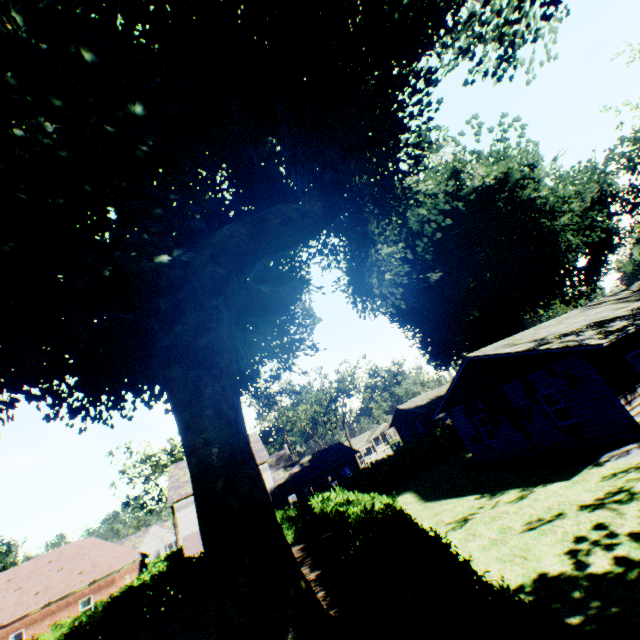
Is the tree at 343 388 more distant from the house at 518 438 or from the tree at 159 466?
the house at 518 438

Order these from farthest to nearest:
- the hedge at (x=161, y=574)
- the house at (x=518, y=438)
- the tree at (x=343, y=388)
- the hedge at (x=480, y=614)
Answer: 1. the tree at (x=343, y=388)
2. the hedge at (x=161, y=574)
3. the house at (x=518, y=438)
4. the hedge at (x=480, y=614)

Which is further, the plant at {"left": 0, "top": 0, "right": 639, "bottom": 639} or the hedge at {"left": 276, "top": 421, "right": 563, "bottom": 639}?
the plant at {"left": 0, "top": 0, "right": 639, "bottom": 639}

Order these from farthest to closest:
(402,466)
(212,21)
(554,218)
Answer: (402,466) < (554,218) < (212,21)

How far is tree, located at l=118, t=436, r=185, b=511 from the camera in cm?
Answer: 4456

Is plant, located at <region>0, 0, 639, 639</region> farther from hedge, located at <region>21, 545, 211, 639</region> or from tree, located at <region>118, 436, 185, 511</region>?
hedge, located at <region>21, 545, 211, 639</region>

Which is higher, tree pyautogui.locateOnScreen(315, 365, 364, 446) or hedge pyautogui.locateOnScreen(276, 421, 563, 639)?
tree pyautogui.locateOnScreen(315, 365, 364, 446)

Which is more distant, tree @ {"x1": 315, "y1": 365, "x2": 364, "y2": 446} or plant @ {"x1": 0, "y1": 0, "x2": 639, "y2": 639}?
tree @ {"x1": 315, "y1": 365, "x2": 364, "y2": 446}
